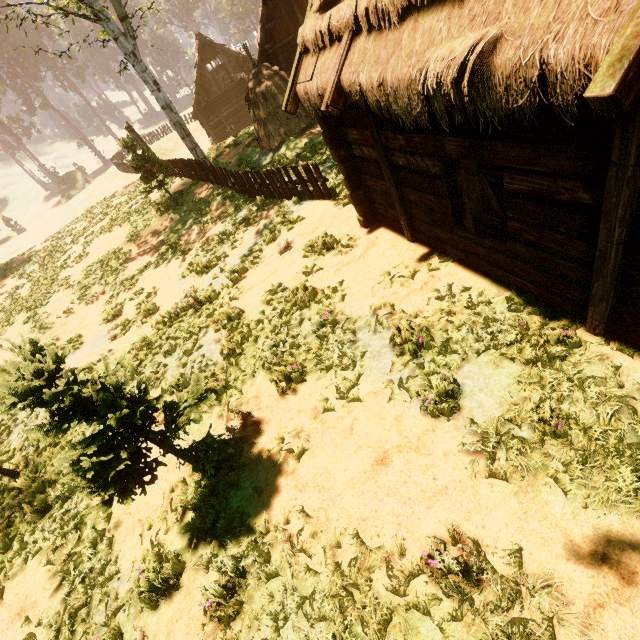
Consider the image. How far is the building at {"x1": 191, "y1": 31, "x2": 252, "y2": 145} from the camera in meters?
29.7

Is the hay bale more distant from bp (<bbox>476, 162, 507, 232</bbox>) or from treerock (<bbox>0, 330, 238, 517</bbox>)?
bp (<bbox>476, 162, 507, 232</bbox>)

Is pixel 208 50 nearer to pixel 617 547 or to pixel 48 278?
pixel 48 278

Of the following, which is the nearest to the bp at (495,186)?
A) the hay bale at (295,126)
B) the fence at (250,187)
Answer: the fence at (250,187)

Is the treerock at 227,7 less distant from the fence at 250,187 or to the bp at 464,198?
the fence at 250,187

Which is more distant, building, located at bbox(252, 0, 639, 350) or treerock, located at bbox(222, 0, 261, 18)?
treerock, located at bbox(222, 0, 261, 18)

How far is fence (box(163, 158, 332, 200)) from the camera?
10.5m

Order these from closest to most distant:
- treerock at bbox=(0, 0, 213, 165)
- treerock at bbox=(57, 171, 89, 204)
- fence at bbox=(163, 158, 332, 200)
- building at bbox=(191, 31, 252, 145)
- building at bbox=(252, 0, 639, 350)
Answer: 1. building at bbox=(252, 0, 639, 350)
2. fence at bbox=(163, 158, 332, 200)
3. treerock at bbox=(0, 0, 213, 165)
4. building at bbox=(191, 31, 252, 145)
5. treerock at bbox=(57, 171, 89, 204)
